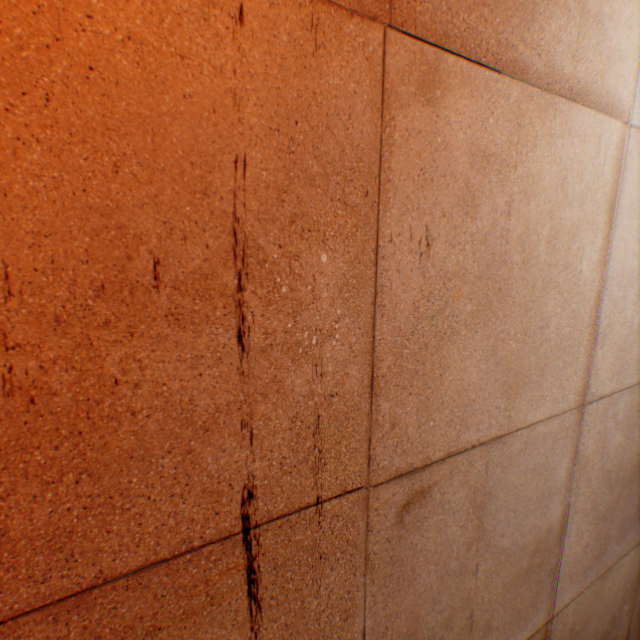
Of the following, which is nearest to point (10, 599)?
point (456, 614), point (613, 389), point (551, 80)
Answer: point (456, 614)
